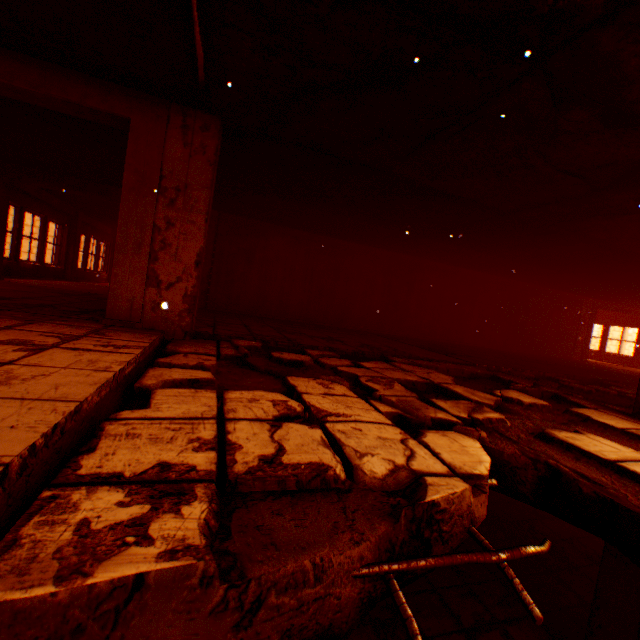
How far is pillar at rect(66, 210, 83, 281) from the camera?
11.80m

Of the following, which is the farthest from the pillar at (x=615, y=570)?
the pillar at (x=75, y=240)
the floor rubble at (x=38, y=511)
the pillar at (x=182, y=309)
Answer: the pillar at (x=75, y=240)

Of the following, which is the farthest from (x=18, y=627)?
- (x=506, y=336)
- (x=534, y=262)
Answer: (x=506, y=336)

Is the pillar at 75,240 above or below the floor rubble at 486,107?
below

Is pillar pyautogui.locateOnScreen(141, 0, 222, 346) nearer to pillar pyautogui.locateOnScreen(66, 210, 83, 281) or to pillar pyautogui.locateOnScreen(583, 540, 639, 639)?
pillar pyautogui.locateOnScreen(583, 540, 639, 639)

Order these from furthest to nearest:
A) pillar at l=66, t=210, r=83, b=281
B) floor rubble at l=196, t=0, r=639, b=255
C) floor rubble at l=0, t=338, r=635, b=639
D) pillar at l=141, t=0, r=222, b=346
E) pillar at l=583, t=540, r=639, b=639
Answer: pillar at l=66, t=210, r=83, b=281
pillar at l=141, t=0, r=222, b=346
pillar at l=583, t=540, r=639, b=639
floor rubble at l=196, t=0, r=639, b=255
floor rubble at l=0, t=338, r=635, b=639

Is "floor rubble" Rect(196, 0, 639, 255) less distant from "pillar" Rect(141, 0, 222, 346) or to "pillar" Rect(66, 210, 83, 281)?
"pillar" Rect(141, 0, 222, 346)

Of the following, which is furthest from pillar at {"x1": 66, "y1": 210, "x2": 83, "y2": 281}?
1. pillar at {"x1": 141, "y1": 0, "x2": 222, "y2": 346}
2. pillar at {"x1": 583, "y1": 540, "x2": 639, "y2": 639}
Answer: pillar at {"x1": 583, "y1": 540, "x2": 639, "y2": 639}
